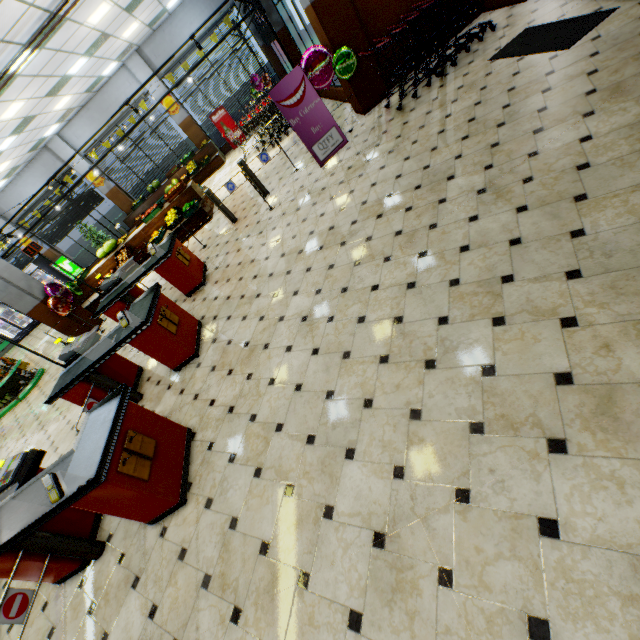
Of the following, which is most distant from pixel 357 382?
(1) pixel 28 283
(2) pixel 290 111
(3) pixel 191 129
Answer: (3) pixel 191 129

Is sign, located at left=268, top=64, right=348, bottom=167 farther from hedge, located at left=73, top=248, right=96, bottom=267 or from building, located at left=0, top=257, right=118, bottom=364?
hedge, located at left=73, top=248, right=96, bottom=267

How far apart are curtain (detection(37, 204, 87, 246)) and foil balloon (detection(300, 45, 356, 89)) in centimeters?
1388cm

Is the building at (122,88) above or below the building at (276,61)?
above

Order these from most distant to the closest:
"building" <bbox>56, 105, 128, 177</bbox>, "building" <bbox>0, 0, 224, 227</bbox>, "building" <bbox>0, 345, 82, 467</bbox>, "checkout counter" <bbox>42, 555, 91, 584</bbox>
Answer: "building" <bbox>56, 105, 128, 177</bbox>
"building" <bbox>0, 0, 224, 227</bbox>
"building" <bbox>0, 345, 82, 467</bbox>
"checkout counter" <bbox>42, 555, 91, 584</bbox>

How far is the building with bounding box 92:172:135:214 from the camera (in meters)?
15.75

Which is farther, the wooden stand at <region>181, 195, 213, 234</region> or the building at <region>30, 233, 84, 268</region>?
the building at <region>30, 233, 84, 268</region>

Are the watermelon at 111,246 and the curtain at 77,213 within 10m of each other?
yes
